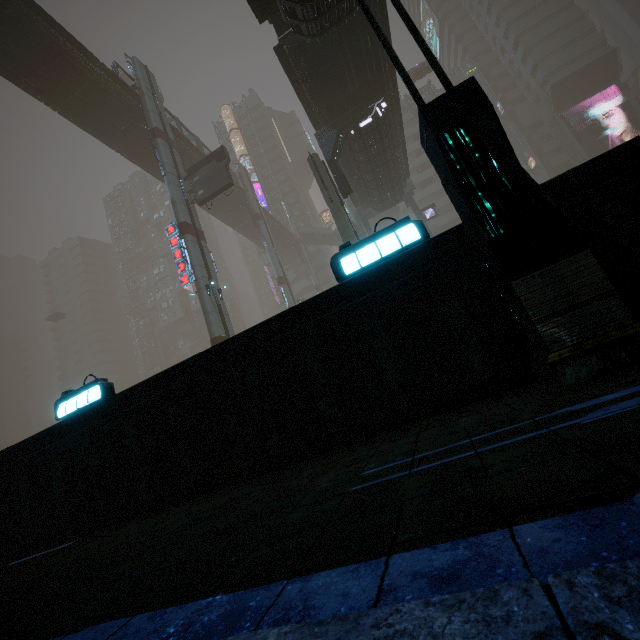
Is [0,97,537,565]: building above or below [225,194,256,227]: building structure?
below

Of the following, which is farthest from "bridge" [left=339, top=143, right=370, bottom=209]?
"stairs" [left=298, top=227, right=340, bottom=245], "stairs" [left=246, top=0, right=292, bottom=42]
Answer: "stairs" [left=298, top=227, right=340, bottom=245]

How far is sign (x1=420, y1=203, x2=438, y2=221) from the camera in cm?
3422

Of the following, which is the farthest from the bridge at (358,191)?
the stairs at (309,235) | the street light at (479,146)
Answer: the stairs at (309,235)

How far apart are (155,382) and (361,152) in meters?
22.3 m

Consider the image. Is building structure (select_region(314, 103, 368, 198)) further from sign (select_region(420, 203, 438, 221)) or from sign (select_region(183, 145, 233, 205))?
sign (select_region(420, 203, 438, 221))

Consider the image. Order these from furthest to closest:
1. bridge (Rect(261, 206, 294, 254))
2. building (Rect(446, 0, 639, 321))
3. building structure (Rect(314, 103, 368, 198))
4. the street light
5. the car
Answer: bridge (Rect(261, 206, 294, 254))
the car
building structure (Rect(314, 103, 368, 198))
building (Rect(446, 0, 639, 321))
the street light

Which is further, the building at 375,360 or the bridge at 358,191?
the bridge at 358,191
